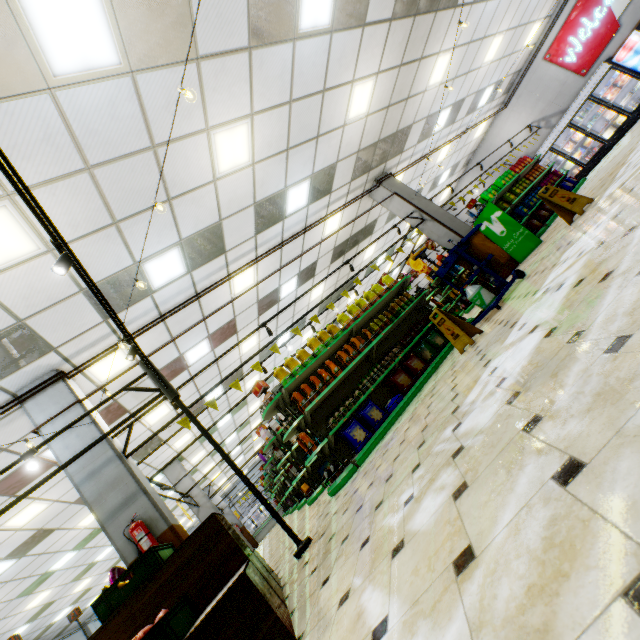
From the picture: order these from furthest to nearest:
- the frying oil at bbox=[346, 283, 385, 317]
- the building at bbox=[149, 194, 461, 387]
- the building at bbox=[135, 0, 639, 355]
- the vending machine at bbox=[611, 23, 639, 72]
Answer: the vending machine at bbox=[611, 23, 639, 72] < the building at bbox=[149, 194, 461, 387] < the building at bbox=[135, 0, 639, 355] < the frying oil at bbox=[346, 283, 385, 317]

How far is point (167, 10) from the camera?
3.6m

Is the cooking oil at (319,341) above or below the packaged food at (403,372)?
above

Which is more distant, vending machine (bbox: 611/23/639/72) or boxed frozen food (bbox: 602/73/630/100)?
boxed frozen food (bbox: 602/73/630/100)

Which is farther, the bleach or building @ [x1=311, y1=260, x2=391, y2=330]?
building @ [x1=311, y1=260, x2=391, y2=330]

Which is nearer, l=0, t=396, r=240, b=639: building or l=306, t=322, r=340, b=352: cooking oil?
l=0, t=396, r=240, b=639: building

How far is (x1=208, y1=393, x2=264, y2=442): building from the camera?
14.9 meters

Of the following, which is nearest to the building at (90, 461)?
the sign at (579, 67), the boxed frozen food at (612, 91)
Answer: the sign at (579, 67)
